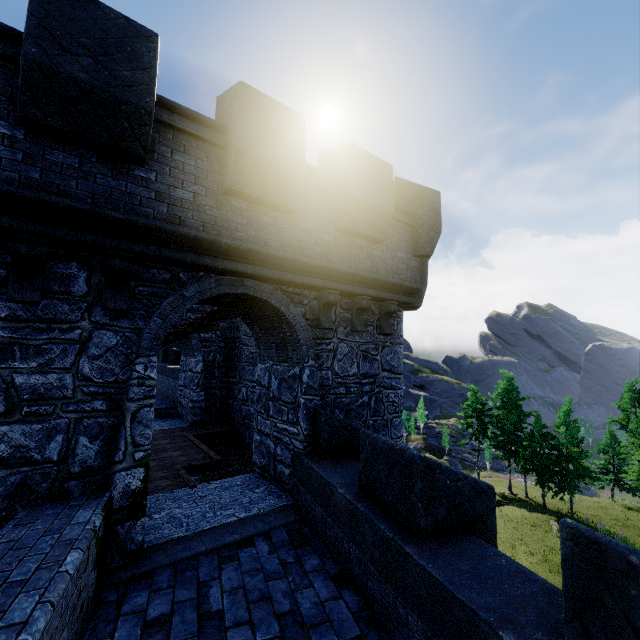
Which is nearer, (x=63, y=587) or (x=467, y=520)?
(x=63, y=587)
